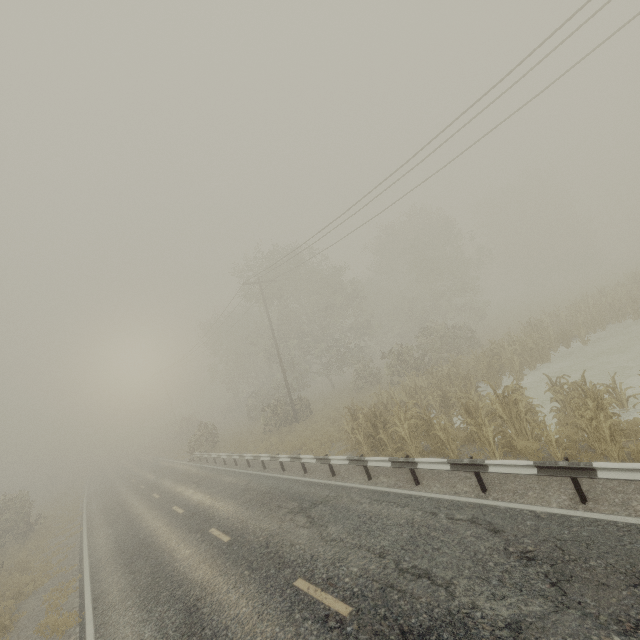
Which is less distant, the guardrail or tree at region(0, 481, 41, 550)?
the guardrail

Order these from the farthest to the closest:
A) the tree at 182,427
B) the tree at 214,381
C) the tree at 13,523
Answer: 1. the tree at 214,381
2. the tree at 182,427
3. the tree at 13,523

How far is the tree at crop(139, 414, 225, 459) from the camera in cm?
2772

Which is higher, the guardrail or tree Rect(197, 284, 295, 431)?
tree Rect(197, 284, 295, 431)

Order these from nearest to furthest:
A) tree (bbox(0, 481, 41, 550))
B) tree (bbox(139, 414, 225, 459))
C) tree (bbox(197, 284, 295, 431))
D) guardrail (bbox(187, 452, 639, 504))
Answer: guardrail (bbox(187, 452, 639, 504)) → tree (bbox(0, 481, 41, 550)) → tree (bbox(139, 414, 225, 459)) → tree (bbox(197, 284, 295, 431))

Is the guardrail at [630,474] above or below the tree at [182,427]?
below

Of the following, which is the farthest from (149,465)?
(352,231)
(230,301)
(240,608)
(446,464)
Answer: (446,464)
